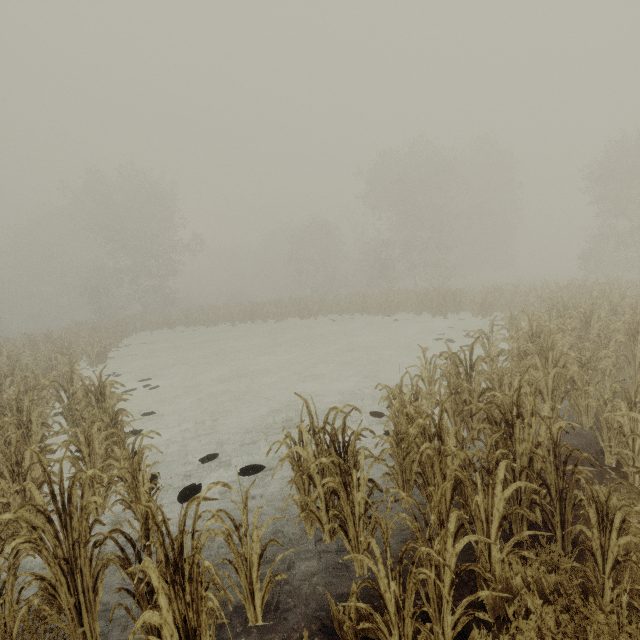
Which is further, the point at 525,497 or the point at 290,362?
the point at 290,362

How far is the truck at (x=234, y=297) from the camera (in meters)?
54.05

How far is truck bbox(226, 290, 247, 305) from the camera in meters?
54.0
